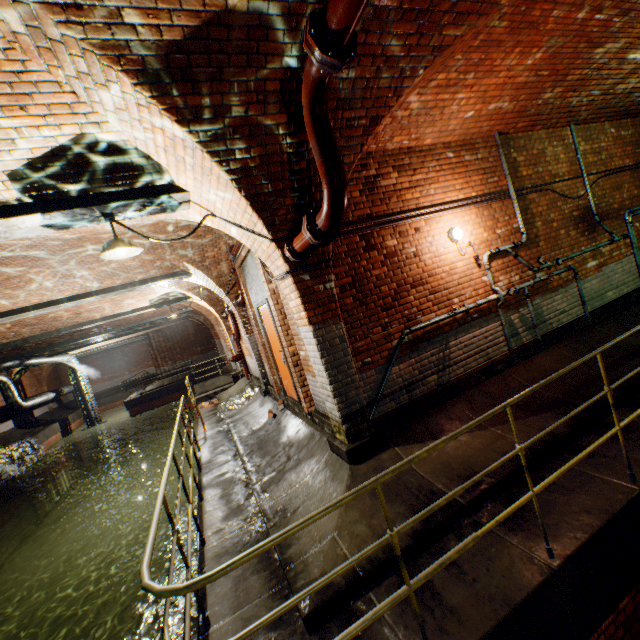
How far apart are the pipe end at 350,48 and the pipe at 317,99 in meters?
0.0

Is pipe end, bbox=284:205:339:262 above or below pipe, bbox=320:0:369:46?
below

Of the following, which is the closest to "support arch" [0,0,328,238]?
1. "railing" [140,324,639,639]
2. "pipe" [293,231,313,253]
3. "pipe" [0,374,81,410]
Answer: "pipe" [293,231,313,253]

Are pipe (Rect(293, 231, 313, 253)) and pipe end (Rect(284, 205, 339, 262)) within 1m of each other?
yes

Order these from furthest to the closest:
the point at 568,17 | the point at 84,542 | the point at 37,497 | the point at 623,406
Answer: the point at 37,497 < the point at 84,542 < the point at 623,406 < the point at 568,17

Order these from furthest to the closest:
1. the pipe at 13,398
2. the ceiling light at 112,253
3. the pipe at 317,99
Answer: the pipe at 13,398 → the ceiling light at 112,253 → the pipe at 317,99

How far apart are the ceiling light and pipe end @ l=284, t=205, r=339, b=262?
2.1 meters

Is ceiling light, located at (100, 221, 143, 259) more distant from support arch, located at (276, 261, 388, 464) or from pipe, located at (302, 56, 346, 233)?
pipe, located at (302, 56, 346, 233)
